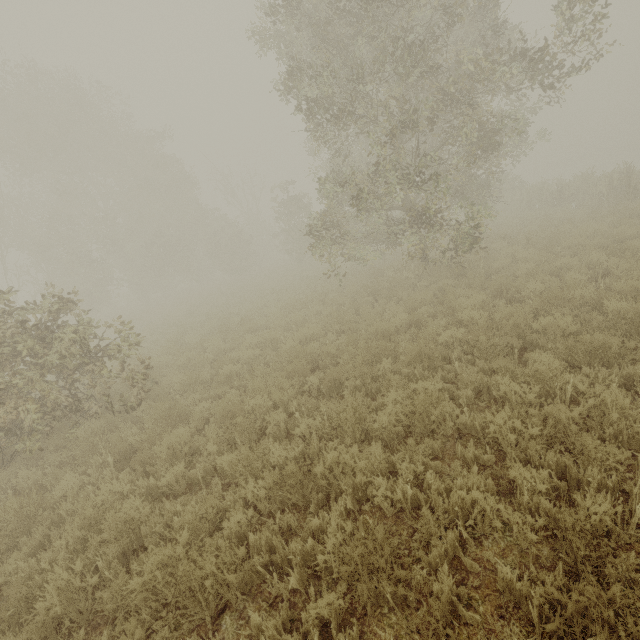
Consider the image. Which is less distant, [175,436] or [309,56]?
[175,436]
